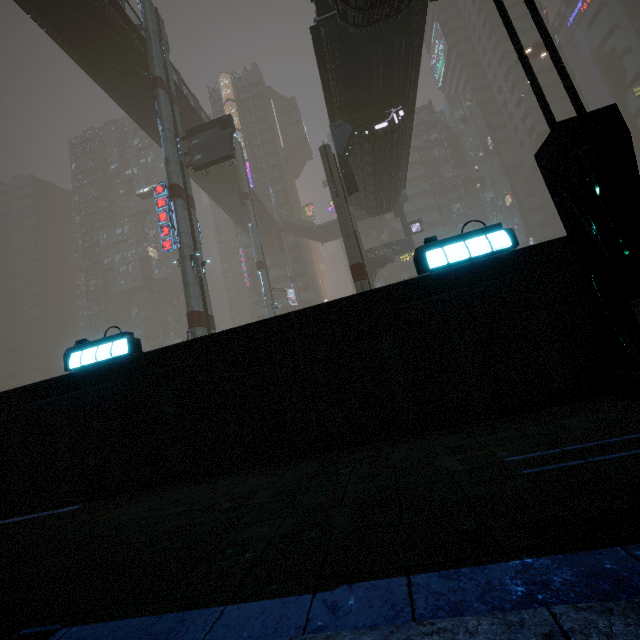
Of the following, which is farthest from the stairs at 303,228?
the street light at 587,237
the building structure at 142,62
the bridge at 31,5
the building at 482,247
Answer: the street light at 587,237

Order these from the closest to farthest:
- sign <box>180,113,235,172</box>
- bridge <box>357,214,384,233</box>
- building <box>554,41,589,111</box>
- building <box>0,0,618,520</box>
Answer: building <box>0,0,618,520</box> → sign <box>180,113,235,172</box> → building <box>554,41,589,111</box> → bridge <box>357,214,384,233</box>

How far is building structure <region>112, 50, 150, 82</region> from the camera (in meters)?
24.84

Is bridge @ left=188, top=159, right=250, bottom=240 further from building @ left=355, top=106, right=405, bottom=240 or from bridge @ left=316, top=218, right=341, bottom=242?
bridge @ left=316, top=218, right=341, bottom=242

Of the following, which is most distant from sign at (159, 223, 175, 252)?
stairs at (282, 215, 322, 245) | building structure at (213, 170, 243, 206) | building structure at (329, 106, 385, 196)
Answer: stairs at (282, 215, 322, 245)

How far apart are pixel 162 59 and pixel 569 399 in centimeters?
3318cm

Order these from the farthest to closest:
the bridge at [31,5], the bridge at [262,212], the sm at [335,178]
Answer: the bridge at [262,212]
the bridge at [31,5]
the sm at [335,178]

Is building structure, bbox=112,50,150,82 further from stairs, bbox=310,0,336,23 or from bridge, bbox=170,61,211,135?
stairs, bbox=310,0,336,23
